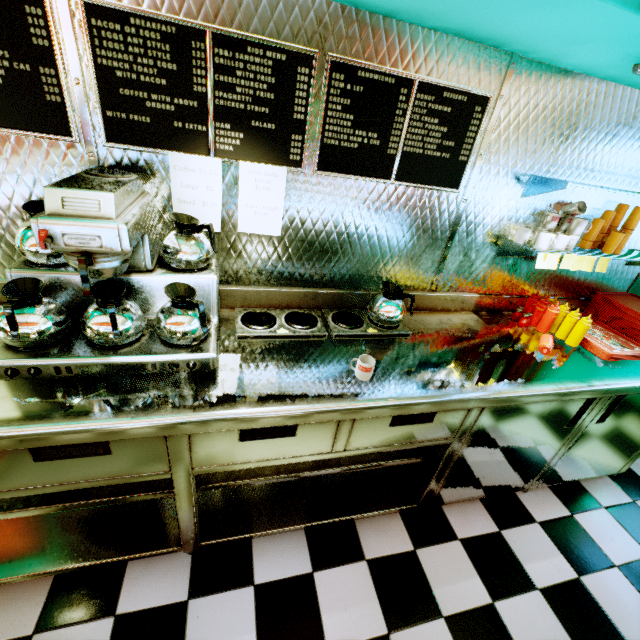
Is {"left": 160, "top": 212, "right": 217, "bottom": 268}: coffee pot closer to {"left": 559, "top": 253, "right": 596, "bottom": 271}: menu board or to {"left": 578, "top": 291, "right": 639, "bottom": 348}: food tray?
{"left": 559, "top": 253, "right": 596, "bottom": 271}: menu board

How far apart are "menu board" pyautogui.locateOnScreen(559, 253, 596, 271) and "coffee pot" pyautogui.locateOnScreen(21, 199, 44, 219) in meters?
2.5 m

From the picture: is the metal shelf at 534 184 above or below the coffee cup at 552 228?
above

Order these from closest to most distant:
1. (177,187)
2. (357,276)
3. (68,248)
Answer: (68,248)
(177,187)
(357,276)

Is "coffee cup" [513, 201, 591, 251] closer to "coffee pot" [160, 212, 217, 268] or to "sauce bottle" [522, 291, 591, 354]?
"sauce bottle" [522, 291, 591, 354]

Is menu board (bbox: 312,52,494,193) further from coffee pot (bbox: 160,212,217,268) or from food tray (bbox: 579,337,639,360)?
food tray (bbox: 579,337,639,360)

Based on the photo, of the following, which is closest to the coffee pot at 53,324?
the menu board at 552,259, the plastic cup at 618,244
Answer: the menu board at 552,259

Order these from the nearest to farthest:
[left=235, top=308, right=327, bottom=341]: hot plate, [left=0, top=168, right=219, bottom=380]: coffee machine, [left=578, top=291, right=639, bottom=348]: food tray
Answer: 1. [left=0, top=168, right=219, bottom=380]: coffee machine
2. [left=235, top=308, right=327, bottom=341]: hot plate
3. [left=578, top=291, right=639, bottom=348]: food tray
